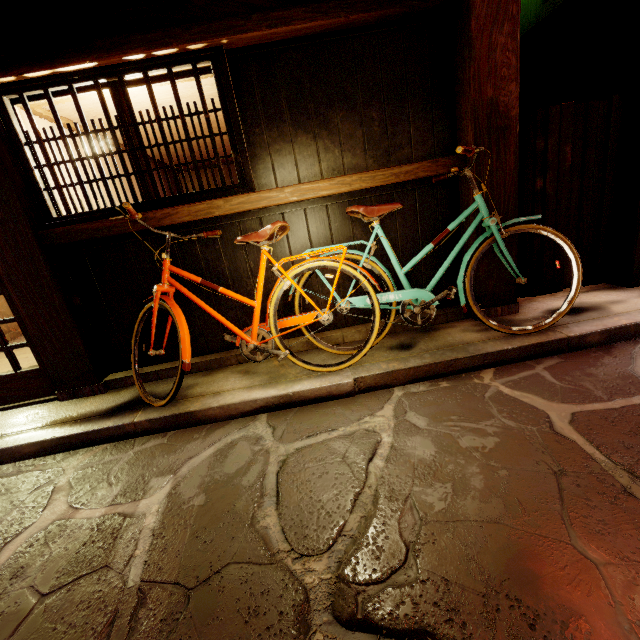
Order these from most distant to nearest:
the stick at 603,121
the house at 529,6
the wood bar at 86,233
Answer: the house at 529,6, the stick at 603,121, the wood bar at 86,233

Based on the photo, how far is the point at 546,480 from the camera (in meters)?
2.97

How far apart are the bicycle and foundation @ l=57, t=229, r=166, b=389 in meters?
0.1

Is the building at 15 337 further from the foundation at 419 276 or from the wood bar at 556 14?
the wood bar at 556 14

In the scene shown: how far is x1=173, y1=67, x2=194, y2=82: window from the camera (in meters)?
4.94

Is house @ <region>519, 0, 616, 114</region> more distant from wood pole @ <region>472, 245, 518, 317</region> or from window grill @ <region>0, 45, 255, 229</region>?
window grill @ <region>0, 45, 255, 229</region>
